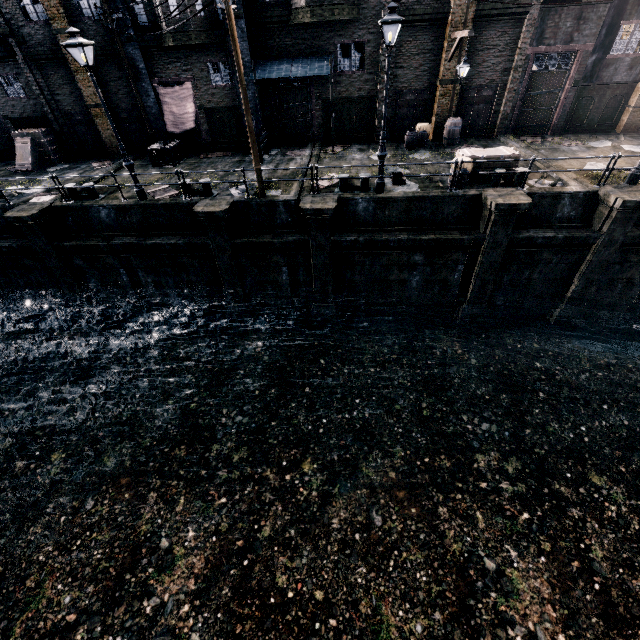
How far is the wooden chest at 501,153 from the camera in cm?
1398

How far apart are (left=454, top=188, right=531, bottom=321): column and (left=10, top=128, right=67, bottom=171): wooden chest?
25.6 meters

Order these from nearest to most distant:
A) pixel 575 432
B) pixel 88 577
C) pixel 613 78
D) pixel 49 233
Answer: pixel 88 577
pixel 575 432
pixel 49 233
pixel 613 78

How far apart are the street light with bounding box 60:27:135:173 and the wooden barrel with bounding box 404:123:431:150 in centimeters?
1466cm

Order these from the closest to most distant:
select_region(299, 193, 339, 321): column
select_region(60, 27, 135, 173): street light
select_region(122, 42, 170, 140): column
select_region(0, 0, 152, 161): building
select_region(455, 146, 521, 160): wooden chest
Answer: select_region(60, 27, 135, 173): street light, select_region(299, 193, 339, 321): column, select_region(455, 146, 521, 160): wooden chest, select_region(0, 0, 152, 161): building, select_region(122, 42, 170, 140): column

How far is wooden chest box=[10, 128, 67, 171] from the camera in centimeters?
1981cm

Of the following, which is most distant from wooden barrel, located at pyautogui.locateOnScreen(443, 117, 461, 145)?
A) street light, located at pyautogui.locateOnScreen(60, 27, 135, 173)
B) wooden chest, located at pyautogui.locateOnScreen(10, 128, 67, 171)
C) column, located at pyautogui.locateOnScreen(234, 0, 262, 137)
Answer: wooden chest, located at pyautogui.locateOnScreen(10, 128, 67, 171)

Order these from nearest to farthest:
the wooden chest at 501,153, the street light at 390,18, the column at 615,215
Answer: the street light at 390,18
the column at 615,215
the wooden chest at 501,153
